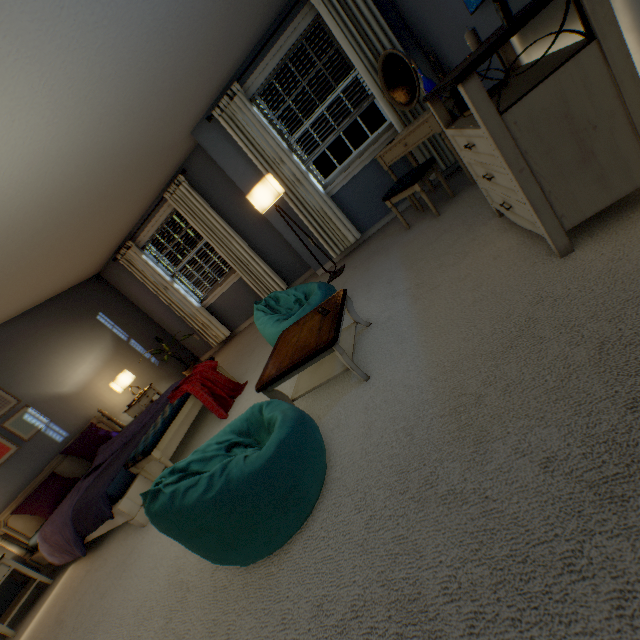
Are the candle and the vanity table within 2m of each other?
yes

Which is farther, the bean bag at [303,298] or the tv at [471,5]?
the bean bag at [303,298]

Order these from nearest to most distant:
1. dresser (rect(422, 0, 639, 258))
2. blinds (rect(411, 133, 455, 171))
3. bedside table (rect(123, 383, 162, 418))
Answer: dresser (rect(422, 0, 639, 258)) → blinds (rect(411, 133, 455, 171)) → bedside table (rect(123, 383, 162, 418))

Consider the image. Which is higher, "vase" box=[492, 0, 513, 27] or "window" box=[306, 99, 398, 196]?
"vase" box=[492, 0, 513, 27]

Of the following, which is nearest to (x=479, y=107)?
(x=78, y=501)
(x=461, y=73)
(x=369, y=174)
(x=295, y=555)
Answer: (x=461, y=73)

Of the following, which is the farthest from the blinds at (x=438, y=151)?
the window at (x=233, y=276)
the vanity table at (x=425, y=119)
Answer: the window at (x=233, y=276)

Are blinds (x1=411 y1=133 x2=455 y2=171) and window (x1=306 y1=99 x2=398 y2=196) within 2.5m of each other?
yes

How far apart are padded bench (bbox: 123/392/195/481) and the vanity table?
2.9 meters
